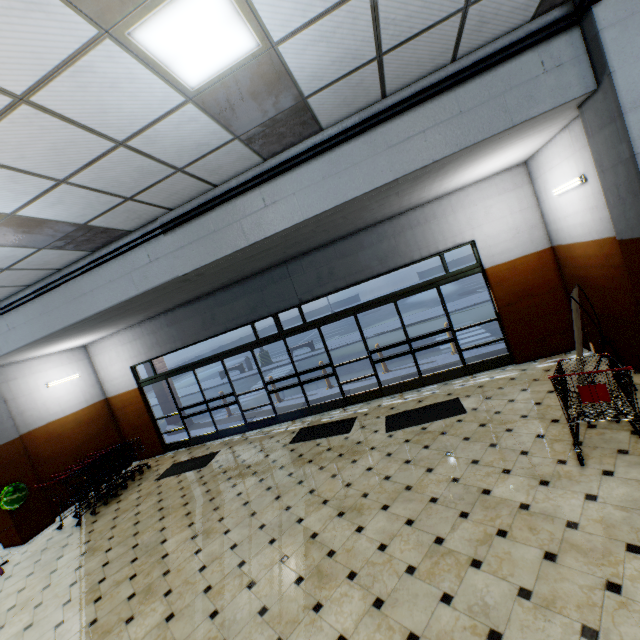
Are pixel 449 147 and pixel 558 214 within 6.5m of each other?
yes

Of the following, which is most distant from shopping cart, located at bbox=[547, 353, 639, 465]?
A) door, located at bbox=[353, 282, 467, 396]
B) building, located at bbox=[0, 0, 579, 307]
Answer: door, located at bbox=[353, 282, 467, 396]

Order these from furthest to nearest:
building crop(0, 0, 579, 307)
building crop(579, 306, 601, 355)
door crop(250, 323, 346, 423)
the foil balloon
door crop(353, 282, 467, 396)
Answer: door crop(250, 323, 346, 423) → door crop(353, 282, 467, 396) → the foil balloon → building crop(579, 306, 601, 355) → building crop(0, 0, 579, 307)

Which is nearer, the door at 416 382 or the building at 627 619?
the building at 627 619

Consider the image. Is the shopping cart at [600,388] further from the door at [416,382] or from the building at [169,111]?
the door at [416,382]

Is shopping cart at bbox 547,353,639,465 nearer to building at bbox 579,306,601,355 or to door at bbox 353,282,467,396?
building at bbox 579,306,601,355

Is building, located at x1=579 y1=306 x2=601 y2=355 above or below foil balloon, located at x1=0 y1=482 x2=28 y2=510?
below
